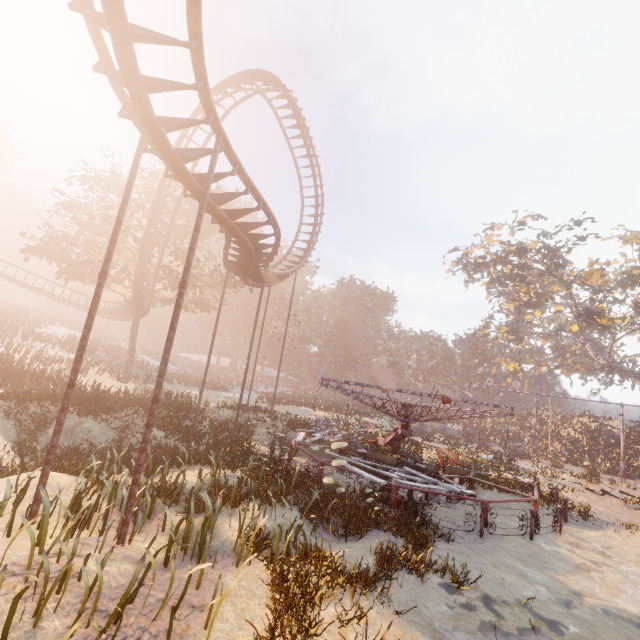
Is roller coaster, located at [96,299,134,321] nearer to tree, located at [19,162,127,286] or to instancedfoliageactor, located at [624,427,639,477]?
tree, located at [19,162,127,286]

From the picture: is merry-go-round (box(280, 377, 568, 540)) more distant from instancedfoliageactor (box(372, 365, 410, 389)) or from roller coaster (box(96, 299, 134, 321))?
instancedfoliageactor (box(372, 365, 410, 389))

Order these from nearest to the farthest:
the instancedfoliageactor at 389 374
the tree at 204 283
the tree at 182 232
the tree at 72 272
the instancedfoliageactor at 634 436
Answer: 1. the tree at 72 272
2. the tree at 182 232
3. the tree at 204 283
4. the instancedfoliageactor at 634 436
5. the instancedfoliageactor at 389 374

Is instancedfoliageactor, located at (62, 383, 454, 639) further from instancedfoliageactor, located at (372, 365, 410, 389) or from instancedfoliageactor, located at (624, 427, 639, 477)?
instancedfoliageactor, located at (624, 427, 639, 477)

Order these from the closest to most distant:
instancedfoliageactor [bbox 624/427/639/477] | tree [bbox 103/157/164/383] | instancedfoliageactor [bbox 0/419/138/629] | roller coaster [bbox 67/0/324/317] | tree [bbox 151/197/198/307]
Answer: instancedfoliageactor [bbox 0/419/138/629]
roller coaster [bbox 67/0/324/317]
tree [bbox 103/157/164/383]
tree [bbox 151/197/198/307]
instancedfoliageactor [bbox 624/427/639/477]

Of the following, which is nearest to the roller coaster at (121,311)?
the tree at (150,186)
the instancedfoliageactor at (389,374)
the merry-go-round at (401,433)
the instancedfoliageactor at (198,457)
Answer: the tree at (150,186)

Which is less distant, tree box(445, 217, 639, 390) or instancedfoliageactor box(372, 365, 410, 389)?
tree box(445, 217, 639, 390)

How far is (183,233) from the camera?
32.4 meters
